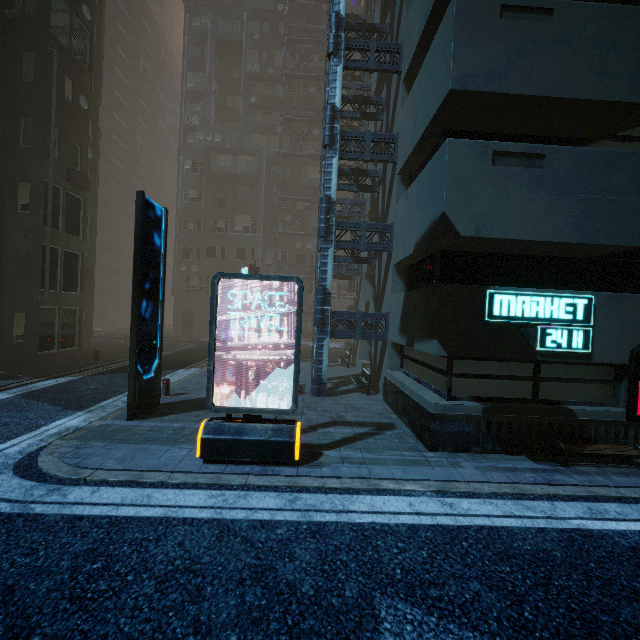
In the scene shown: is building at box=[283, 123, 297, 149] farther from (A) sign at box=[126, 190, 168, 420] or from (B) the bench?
(A) sign at box=[126, 190, 168, 420]

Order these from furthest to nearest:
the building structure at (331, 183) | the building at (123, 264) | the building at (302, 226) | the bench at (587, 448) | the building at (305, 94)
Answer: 1. the building at (302, 226)
2. the building at (305, 94)
3. the building at (123, 264)
4. the building structure at (331, 183)
5. the bench at (587, 448)

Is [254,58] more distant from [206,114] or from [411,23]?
[411,23]

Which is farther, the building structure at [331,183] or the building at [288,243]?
the building at [288,243]

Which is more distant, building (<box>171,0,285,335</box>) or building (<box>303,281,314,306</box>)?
building (<box>303,281,314,306</box>)

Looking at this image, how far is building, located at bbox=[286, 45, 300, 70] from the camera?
33.59m
